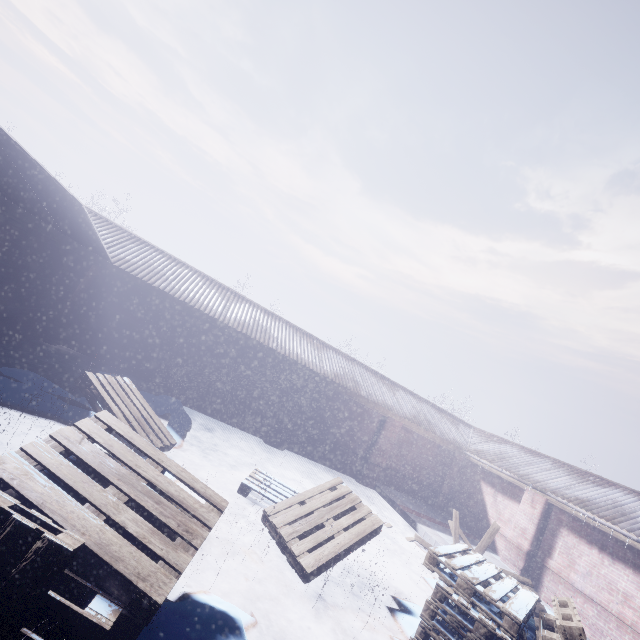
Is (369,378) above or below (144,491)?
above

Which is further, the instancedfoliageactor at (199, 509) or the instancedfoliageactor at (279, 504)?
the instancedfoliageactor at (279, 504)

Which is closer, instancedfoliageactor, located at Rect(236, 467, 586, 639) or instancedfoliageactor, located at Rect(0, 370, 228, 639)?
instancedfoliageactor, located at Rect(0, 370, 228, 639)
